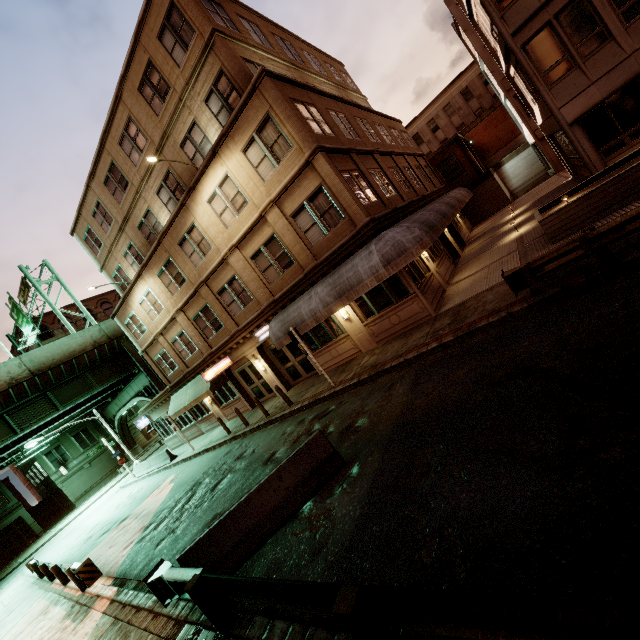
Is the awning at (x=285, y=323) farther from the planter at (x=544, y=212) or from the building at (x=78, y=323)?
the building at (x=78, y=323)

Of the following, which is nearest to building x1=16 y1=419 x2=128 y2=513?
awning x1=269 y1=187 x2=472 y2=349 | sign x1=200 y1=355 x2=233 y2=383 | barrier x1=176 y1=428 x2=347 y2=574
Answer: sign x1=200 y1=355 x2=233 y2=383

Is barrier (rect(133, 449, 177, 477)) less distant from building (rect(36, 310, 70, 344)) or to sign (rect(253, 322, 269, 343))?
sign (rect(253, 322, 269, 343))

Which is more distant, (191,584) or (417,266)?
(417,266)

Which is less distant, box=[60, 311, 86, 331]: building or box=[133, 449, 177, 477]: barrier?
box=[133, 449, 177, 477]: barrier

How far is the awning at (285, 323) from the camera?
11.66m

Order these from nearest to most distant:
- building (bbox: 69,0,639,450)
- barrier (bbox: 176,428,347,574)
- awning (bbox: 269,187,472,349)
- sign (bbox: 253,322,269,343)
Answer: barrier (bbox: 176,428,347,574), awning (bbox: 269,187,472,349), building (bbox: 69,0,639,450), sign (bbox: 253,322,269,343)

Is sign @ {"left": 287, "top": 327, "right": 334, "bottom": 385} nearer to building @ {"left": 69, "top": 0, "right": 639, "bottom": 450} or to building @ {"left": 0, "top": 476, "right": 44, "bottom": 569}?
building @ {"left": 69, "top": 0, "right": 639, "bottom": 450}
